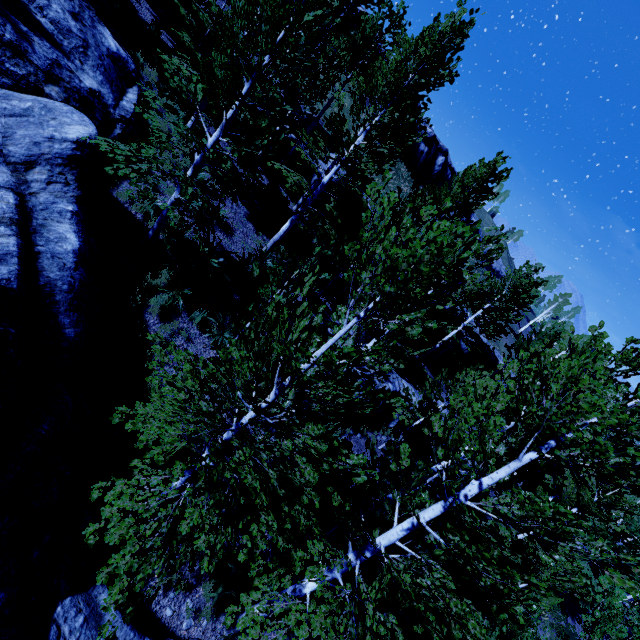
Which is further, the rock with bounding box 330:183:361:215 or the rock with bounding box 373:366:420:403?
the rock with bounding box 330:183:361:215

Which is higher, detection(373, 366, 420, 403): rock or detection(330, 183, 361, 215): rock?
detection(330, 183, 361, 215): rock

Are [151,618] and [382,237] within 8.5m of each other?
no

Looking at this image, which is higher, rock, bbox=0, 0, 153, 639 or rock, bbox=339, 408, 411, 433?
rock, bbox=339, 408, 411, 433

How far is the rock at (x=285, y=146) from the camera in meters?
18.4

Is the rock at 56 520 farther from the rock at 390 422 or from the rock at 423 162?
the rock at 423 162

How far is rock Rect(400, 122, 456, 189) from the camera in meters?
44.2

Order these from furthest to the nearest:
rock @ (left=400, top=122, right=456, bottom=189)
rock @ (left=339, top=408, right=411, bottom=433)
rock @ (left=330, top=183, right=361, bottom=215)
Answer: rock @ (left=400, top=122, right=456, bottom=189)
rock @ (left=330, top=183, right=361, bottom=215)
rock @ (left=339, top=408, right=411, bottom=433)
